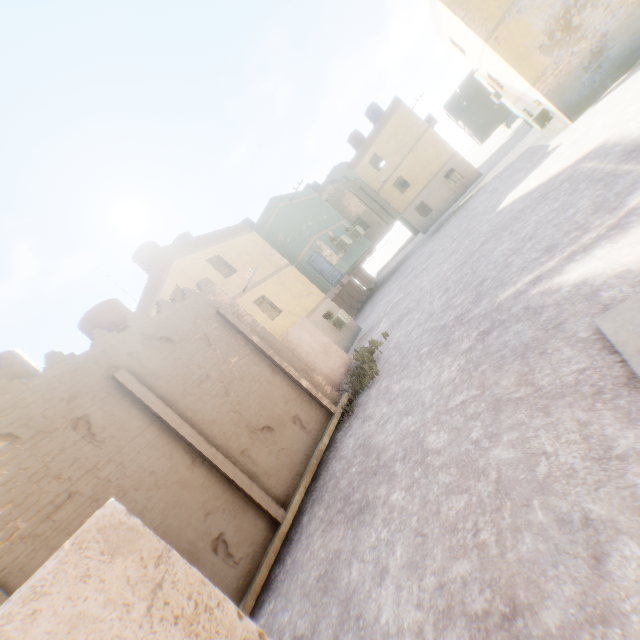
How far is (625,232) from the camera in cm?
577

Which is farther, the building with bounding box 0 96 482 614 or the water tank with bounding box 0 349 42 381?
the water tank with bounding box 0 349 42 381

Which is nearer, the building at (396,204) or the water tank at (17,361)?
the building at (396,204)

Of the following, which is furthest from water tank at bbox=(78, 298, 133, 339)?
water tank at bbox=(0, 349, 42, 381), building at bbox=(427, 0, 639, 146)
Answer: water tank at bbox=(0, 349, 42, 381)

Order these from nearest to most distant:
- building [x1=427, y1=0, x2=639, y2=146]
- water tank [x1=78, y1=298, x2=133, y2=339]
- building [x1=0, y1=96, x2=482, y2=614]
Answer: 1. building [x1=0, y1=96, x2=482, y2=614]
2. water tank [x1=78, y1=298, x2=133, y2=339]
3. building [x1=427, y1=0, x2=639, y2=146]

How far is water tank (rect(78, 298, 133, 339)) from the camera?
10.8 meters

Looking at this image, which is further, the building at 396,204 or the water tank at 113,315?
the water tank at 113,315
